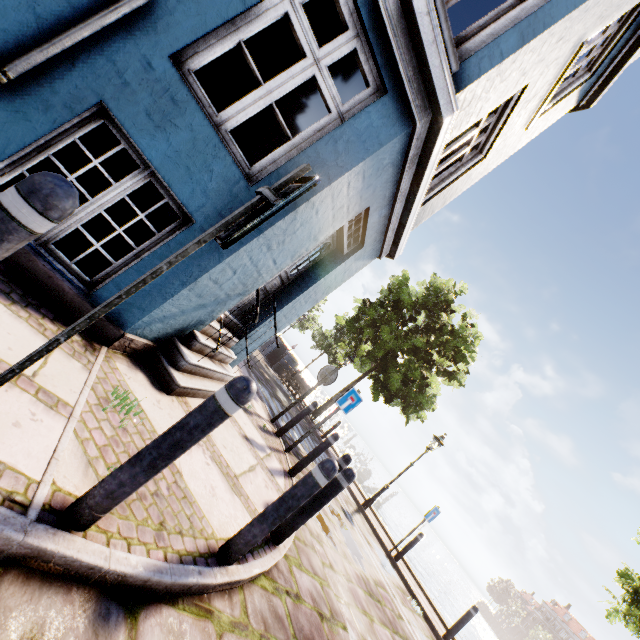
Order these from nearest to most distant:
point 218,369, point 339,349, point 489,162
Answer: point 218,369 < point 489,162 < point 339,349

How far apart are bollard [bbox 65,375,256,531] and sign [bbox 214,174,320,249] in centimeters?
76cm

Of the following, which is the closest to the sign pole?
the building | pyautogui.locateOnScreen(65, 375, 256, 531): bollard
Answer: pyautogui.locateOnScreen(65, 375, 256, 531): bollard

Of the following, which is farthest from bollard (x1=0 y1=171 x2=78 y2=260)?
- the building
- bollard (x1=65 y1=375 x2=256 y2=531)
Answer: the building

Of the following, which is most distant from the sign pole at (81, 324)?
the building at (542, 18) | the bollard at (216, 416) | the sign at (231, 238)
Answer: the building at (542, 18)

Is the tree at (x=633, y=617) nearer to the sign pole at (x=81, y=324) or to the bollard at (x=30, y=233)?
the sign pole at (x=81, y=324)

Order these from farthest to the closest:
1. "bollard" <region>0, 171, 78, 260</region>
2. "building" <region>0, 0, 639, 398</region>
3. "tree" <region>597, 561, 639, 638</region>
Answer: "tree" <region>597, 561, 639, 638</region> → "building" <region>0, 0, 639, 398</region> → "bollard" <region>0, 171, 78, 260</region>

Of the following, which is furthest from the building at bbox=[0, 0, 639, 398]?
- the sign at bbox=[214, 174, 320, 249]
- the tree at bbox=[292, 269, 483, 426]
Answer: the tree at bbox=[292, 269, 483, 426]
